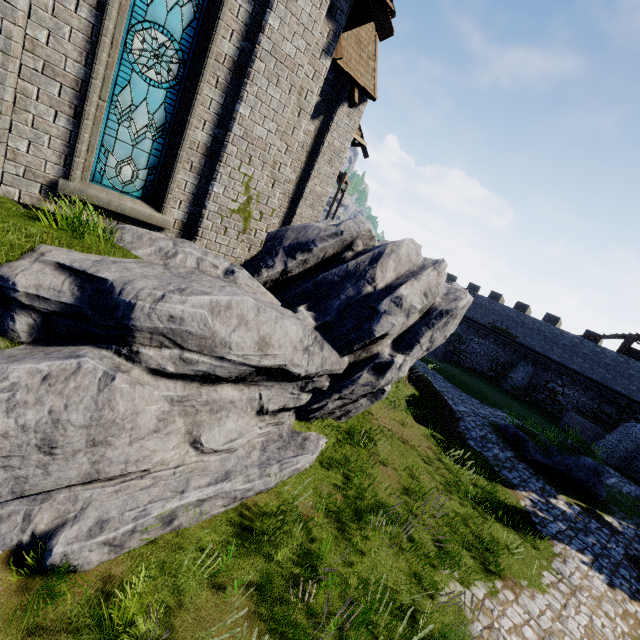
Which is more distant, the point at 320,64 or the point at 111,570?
the point at 320,64

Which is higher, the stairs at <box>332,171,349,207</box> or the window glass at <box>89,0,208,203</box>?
the stairs at <box>332,171,349,207</box>

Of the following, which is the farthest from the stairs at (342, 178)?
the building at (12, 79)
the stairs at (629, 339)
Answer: the stairs at (629, 339)

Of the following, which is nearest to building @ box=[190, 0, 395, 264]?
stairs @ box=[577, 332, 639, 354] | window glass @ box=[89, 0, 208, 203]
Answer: window glass @ box=[89, 0, 208, 203]

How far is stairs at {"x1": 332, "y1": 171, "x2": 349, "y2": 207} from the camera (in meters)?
33.16

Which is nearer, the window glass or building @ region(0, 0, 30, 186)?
A: building @ region(0, 0, 30, 186)

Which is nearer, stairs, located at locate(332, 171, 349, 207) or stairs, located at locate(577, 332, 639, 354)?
stairs, located at locate(577, 332, 639, 354)

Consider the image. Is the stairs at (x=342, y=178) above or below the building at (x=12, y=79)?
above
